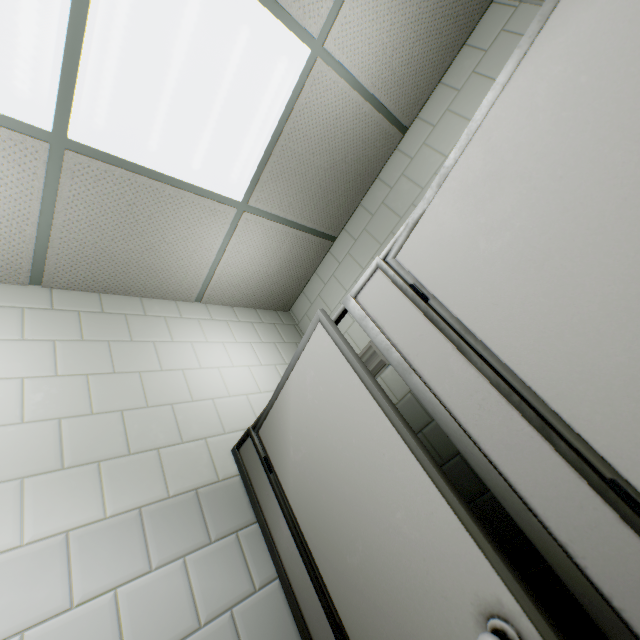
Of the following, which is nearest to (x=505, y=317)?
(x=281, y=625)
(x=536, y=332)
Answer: (x=536, y=332)

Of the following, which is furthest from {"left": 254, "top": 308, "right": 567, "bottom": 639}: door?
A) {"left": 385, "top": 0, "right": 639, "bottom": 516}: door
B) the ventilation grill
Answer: the ventilation grill

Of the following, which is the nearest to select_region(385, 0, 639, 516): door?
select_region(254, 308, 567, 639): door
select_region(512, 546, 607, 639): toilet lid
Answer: select_region(254, 308, 567, 639): door

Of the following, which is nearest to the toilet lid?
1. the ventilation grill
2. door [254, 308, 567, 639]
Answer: door [254, 308, 567, 639]

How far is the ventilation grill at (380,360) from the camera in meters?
2.5 m

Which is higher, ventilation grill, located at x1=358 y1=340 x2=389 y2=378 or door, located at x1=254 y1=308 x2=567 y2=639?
ventilation grill, located at x1=358 y1=340 x2=389 y2=378

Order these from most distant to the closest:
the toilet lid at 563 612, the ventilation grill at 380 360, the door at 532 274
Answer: the ventilation grill at 380 360 < the toilet lid at 563 612 < the door at 532 274

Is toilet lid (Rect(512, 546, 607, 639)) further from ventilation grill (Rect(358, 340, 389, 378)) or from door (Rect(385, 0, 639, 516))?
ventilation grill (Rect(358, 340, 389, 378))
